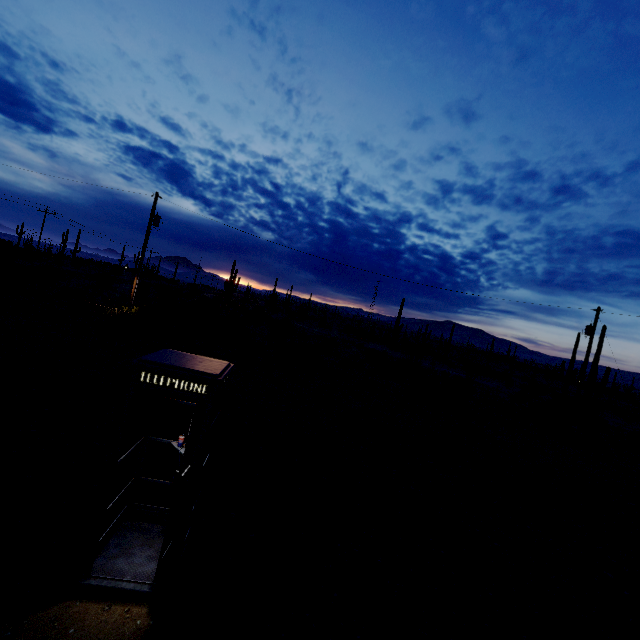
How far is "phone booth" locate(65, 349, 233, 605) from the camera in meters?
3.7 m

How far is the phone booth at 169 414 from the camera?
3.7m

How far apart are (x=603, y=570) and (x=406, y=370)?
19.7 meters
